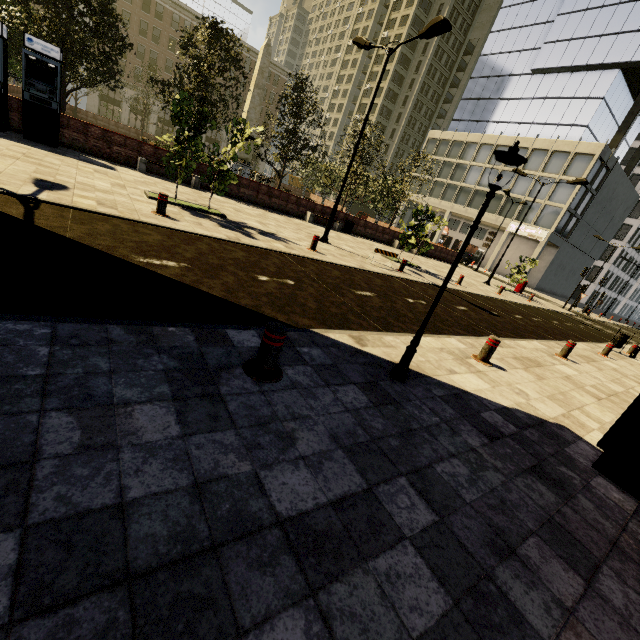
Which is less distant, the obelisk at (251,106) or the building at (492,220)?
the obelisk at (251,106)

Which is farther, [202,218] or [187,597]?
[202,218]

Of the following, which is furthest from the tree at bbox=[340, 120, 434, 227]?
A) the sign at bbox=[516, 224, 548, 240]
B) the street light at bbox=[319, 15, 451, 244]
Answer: the sign at bbox=[516, 224, 548, 240]

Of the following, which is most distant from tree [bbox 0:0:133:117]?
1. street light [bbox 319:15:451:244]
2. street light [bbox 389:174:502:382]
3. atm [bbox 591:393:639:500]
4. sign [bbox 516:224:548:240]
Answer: sign [bbox 516:224:548:240]

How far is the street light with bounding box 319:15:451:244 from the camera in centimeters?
1020cm

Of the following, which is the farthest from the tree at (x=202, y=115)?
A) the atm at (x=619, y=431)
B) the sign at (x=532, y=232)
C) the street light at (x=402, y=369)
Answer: the sign at (x=532, y=232)

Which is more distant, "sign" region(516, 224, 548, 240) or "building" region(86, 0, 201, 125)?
"building" region(86, 0, 201, 125)

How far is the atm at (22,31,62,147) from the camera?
11.0 meters
